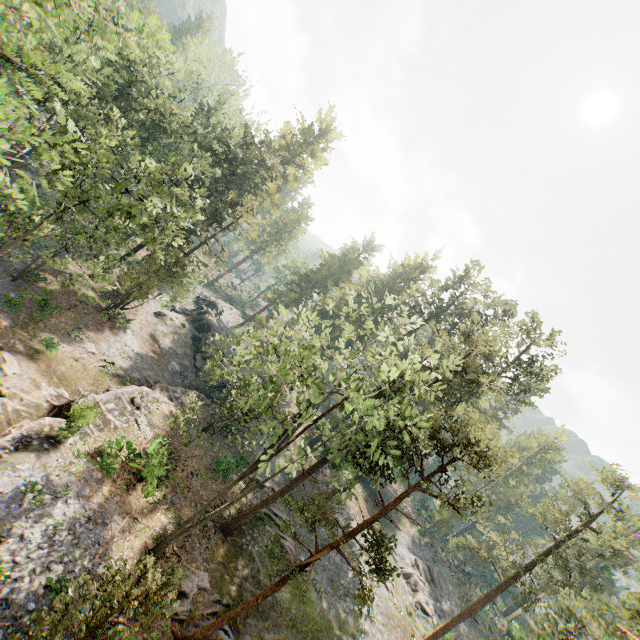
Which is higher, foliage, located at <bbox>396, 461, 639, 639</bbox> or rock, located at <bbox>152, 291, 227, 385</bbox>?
foliage, located at <bbox>396, 461, 639, 639</bbox>

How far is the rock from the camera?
38.3 meters

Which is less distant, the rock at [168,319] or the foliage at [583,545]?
the foliage at [583,545]

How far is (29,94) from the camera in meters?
24.5 m

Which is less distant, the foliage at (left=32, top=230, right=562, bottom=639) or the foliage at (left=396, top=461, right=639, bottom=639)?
the foliage at (left=32, top=230, right=562, bottom=639)

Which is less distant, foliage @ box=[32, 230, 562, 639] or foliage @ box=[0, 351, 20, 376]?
foliage @ box=[32, 230, 562, 639]

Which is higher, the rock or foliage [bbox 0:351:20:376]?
the rock

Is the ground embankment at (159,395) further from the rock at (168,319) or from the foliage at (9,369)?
the foliage at (9,369)
